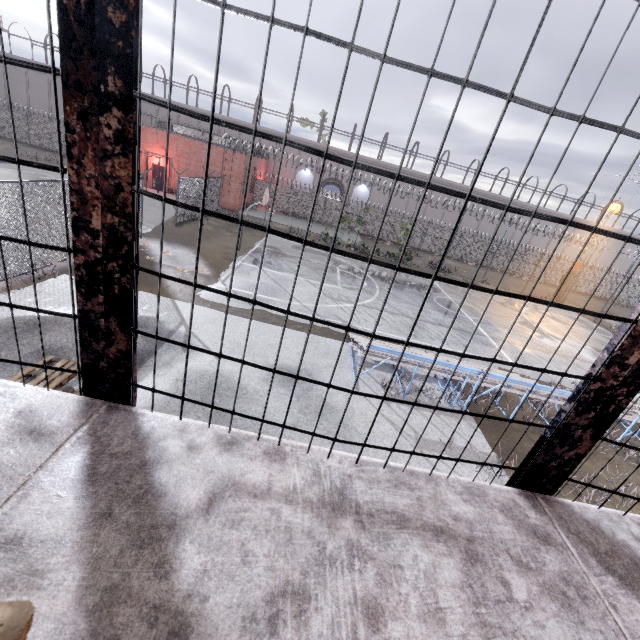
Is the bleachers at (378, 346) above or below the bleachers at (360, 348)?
below

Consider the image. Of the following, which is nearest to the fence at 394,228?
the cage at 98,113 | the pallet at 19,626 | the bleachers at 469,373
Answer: the cage at 98,113

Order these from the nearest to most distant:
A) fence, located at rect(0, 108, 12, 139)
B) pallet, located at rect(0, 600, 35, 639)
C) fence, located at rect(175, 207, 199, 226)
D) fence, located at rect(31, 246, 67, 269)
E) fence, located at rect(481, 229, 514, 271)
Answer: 1. pallet, located at rect(0, 600, 35, 639)
2. fence, located at rect(31, 246, 67, 269)
3. fence, located at rect(175, 207, 199, 226)
4. fence, located at rect(481, 229, 514, 271)
5. fence, located at rect(0, 108, 12, 139)

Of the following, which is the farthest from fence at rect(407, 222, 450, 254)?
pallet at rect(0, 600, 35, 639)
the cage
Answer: pallet at rect(0, 600, 35, 639)

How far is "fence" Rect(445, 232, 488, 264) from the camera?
36.9m

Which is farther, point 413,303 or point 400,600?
point 413,303

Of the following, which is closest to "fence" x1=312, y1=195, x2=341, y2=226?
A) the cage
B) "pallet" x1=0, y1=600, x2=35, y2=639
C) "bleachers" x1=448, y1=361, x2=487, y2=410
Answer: the cage

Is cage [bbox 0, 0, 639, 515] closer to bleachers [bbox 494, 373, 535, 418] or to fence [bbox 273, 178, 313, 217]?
fence [bbox 273, 178, 313, 217]
